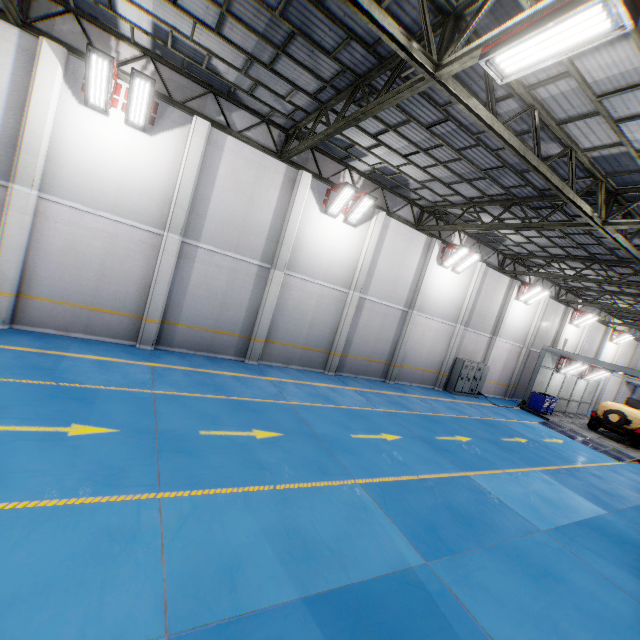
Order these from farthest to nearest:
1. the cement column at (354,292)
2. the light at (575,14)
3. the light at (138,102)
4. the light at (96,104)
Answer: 1. the cement column at (354,292)
2. the light at (138,102)
3. the light at (96,104)
4. the light at (575,14)

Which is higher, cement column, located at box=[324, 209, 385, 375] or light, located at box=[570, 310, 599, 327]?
light, located at box=[570, 310, 599, 327]

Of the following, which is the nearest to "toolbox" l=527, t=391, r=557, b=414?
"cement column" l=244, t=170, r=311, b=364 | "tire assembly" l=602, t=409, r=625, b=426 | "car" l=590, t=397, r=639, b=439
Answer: "car" l=590, t=397, r=639, b=439

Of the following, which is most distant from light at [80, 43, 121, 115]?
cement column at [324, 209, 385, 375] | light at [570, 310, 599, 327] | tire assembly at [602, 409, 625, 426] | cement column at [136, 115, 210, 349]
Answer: light at [570, 310, 599, 327]

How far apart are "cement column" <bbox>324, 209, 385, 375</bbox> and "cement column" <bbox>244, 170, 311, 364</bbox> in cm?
333

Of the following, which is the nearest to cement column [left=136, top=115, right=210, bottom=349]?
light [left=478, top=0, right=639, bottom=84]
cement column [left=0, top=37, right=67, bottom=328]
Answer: cement column [left=0, top=37, right=67, bottom=328]

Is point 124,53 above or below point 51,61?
above

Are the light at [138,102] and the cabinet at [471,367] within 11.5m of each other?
no
